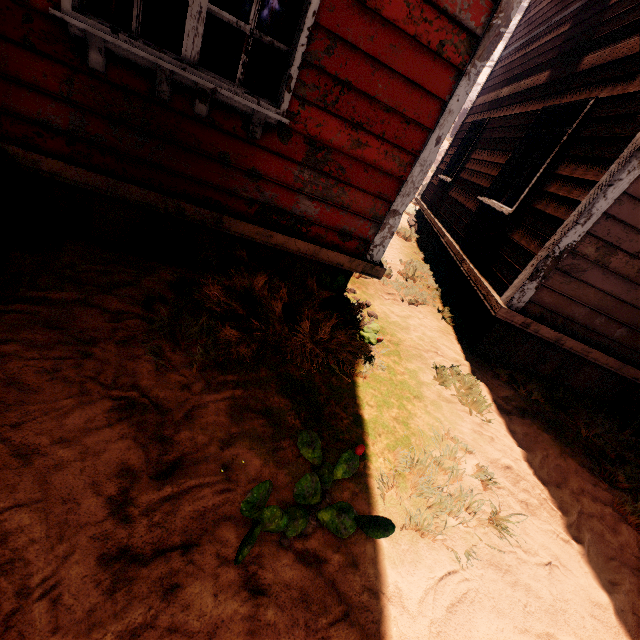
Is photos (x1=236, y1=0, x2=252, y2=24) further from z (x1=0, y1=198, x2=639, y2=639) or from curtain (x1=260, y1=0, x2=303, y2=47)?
curtain (x1=260, y1=0, x2=303, y2=47)

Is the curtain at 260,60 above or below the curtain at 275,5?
below

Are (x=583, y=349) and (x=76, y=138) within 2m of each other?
no

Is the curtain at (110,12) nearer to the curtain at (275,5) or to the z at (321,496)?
the curtain at (275,5)

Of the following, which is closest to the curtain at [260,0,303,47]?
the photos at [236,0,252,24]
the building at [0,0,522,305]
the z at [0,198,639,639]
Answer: the building at [0,0,522,305]

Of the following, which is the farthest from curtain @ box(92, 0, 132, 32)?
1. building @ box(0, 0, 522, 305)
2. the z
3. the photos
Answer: the photos

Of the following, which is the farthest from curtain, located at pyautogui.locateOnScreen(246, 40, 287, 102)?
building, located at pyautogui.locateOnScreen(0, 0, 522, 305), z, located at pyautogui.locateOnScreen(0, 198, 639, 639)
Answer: z, located at pyautogui.locateOnScreen(0, 198, 639, 639)
